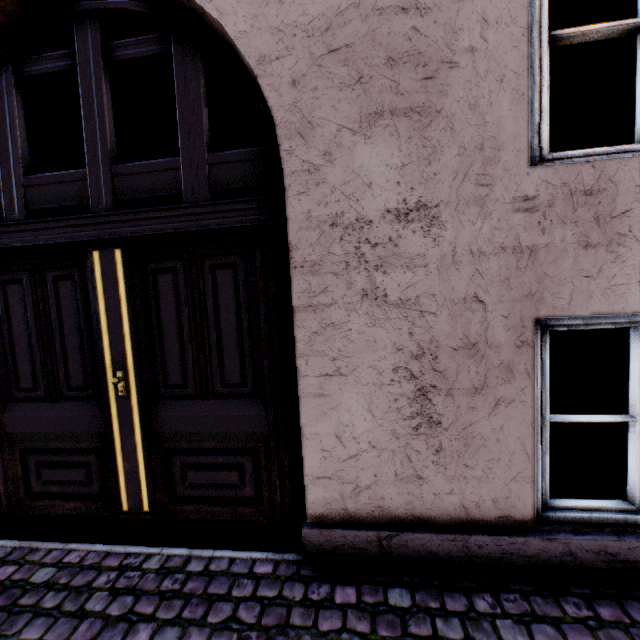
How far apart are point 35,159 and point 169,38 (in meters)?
2.87
